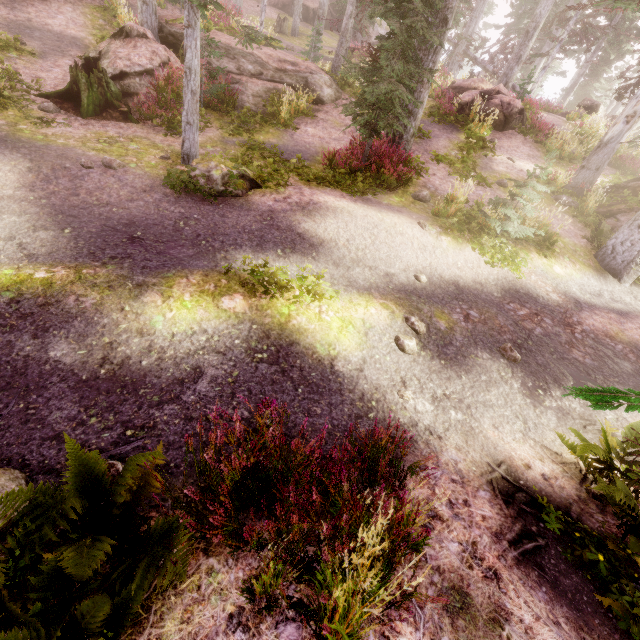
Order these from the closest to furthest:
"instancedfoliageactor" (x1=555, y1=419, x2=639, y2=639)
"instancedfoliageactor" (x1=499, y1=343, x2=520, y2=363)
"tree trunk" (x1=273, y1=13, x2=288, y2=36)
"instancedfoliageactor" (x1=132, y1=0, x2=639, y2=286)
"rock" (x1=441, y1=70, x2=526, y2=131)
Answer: "instancedfoliageactor" (x1=555, y1=419, x2=639, y2=639)
"instancedfoliageactor" (x1=499, y1=343, x2=520, y2=363)
"instancedfoliageactor" (x1=132, y1=0, x2=639, y2=286)
"rock" (x1=441, y1=70, x2=526, y2=131)
"tree trunk" (x1=273, y1=13, x2=288, y2=36)

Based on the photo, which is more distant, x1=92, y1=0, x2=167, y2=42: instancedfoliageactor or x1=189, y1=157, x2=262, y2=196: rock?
x1=92, y1=0, x2=167, y2=42: instancedfoliageactor

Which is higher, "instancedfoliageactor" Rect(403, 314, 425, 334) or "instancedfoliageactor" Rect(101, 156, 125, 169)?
"instancedfoliageactor" Rect(101, 156, 125, 169)

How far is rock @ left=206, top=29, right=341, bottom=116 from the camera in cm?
1240

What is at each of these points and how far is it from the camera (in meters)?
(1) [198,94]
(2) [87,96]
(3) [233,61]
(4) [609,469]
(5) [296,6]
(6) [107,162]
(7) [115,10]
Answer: (1) instancedfoliageactor, 7.46
(2) tree trunk, 8.88
(3) rock, 12.76
(4) instancedfoliageactor, 4.05
(5) instancedfoliageactor, 27.36
(6) instancedfoliageactor, 7.01
(7) instancedfoliageactor, 14.42

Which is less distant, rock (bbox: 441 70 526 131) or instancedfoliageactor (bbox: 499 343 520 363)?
instancedfoliageactor (bbox: 499 343 520 363)

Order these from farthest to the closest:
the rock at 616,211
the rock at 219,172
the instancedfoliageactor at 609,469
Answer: the rock at 616,211 → the rock at 219,172 → the instancedfoliageactor at 609,469

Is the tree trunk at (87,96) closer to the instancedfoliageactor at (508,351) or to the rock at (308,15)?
the instancedfoliageactor at (508,351)
